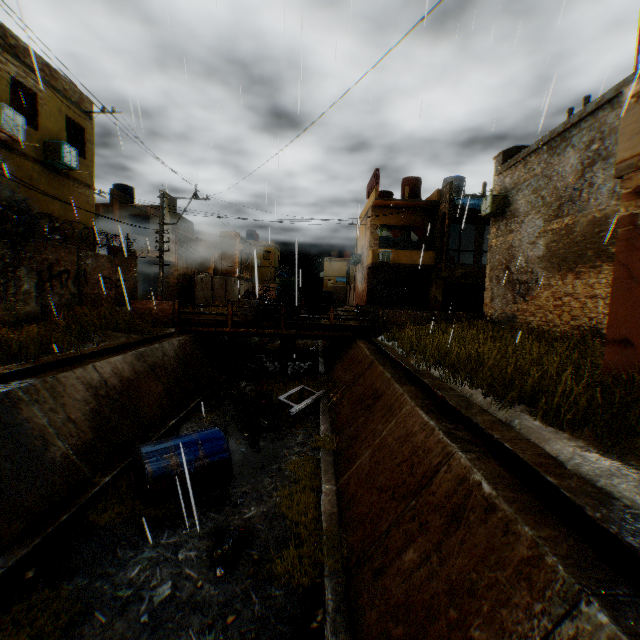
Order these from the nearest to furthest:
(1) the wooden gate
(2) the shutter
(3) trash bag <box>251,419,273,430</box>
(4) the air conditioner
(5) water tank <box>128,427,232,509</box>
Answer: (5) water tank <box>128,427,232,509</box> → (3) trash bag <box>251,419,273,430</box> → (4) the air conditioner → (1) the wooden gate → (2) the shutter

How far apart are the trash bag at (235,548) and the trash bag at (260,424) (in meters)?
4.50

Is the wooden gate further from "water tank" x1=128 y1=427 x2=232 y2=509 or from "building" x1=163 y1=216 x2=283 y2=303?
"water tank" x1=128 y1=427 x2=232 y2=509

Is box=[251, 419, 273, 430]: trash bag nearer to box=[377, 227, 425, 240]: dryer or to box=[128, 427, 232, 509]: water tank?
box=[128, 427, 232, 509]: water tank

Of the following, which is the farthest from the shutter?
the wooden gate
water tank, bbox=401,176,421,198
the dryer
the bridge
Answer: water tank, bbox=401,176,421,198

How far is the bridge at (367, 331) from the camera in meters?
15.5 m

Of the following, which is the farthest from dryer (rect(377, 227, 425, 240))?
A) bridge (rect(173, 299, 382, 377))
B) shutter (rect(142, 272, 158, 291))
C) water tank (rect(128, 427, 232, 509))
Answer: shutter (rect(142, 272, 158, 291))

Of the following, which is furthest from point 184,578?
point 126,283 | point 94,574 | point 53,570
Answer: point 126,283
